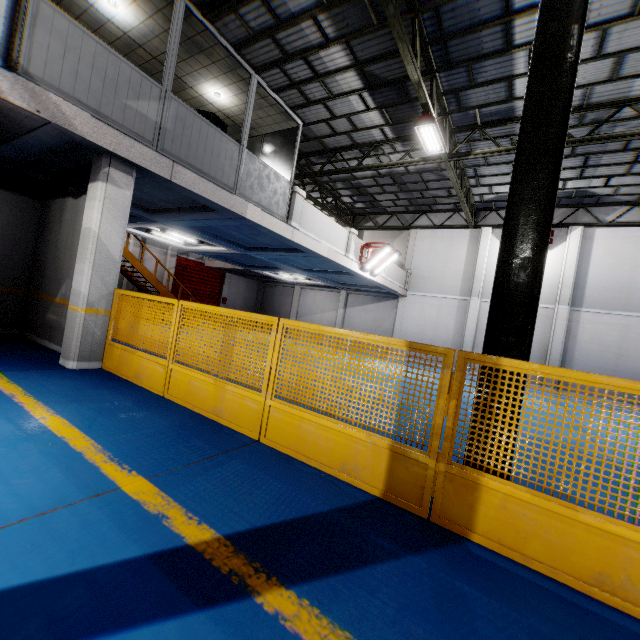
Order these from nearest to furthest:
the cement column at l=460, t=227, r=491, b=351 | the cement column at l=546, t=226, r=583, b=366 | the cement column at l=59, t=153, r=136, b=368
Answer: the cement column at l=59, t=153, r=136, b=368 < the cement column at l=546, t=226, r=583, b=366 < the cement column at l=460, t=227, r=491, b=351

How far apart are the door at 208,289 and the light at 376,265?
11.95m

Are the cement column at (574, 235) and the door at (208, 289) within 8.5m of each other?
no

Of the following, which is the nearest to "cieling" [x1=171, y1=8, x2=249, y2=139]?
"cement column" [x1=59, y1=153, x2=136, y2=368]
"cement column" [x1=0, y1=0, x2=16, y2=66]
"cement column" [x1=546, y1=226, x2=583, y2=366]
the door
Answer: "cement column" [x1=0, y1=0, x2=16, y2=66]

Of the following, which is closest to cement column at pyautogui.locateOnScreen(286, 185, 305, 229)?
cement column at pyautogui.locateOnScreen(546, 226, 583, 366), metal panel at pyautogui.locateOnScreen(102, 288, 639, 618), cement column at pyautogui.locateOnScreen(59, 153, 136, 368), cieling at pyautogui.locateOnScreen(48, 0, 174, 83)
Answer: cieling at pyautogui.locateOnScreen(48, 0, 174, 83)

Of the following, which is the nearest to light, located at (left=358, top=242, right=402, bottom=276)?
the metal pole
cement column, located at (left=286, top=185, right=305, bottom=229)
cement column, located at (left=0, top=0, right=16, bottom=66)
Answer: cement column, located at (left=286, top=185, right=305, bottom=229)

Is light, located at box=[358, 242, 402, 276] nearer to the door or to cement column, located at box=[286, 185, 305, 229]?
cement column, located at box=[286, 185, 305, 229]

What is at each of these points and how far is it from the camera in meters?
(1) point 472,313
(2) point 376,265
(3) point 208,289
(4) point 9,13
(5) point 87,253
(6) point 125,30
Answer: (1) cement column, 17.4 m
(2) light, 14.5 m
(3) door, 22.1 m
(4) cement column, 4.3 m
(5) cement column, 5.6 m
(6) cieling, 7.0 m
